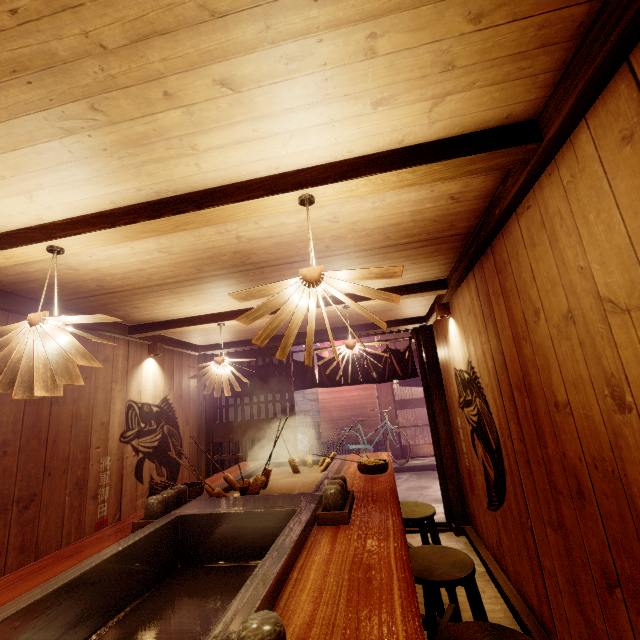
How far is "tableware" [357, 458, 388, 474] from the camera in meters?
5.1 m

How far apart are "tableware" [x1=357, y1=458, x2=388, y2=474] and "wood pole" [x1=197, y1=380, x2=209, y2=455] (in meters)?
5.24

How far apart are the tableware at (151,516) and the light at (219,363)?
2.1 meters

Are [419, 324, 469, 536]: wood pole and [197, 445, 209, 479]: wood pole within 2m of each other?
no

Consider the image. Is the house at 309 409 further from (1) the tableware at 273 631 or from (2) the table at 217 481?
(1) the tableware at 273 631

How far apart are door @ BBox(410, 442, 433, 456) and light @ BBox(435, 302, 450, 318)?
11.71m

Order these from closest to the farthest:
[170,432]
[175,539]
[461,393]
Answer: [175,539] → [461,393] → [170,432]

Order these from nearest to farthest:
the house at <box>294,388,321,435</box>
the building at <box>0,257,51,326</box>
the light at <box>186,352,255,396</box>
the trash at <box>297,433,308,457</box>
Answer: the building at <box>0,257,51,326</box>, the light at <box>186,352,255,396</box>, the trash at <box>297,433,308,457</box>, the house at <box>294,388,321,435</box>
